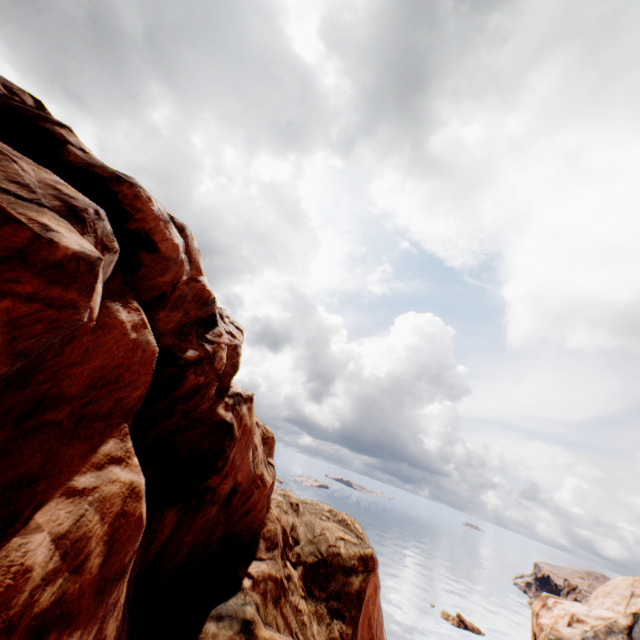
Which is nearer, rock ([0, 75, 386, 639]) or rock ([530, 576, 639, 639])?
rock ([0, 75, 386, 639])

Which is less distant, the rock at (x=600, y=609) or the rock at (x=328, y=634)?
the rock at (x=328, y=634)

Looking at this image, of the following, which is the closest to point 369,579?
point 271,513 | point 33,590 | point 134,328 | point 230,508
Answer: point 271,513
